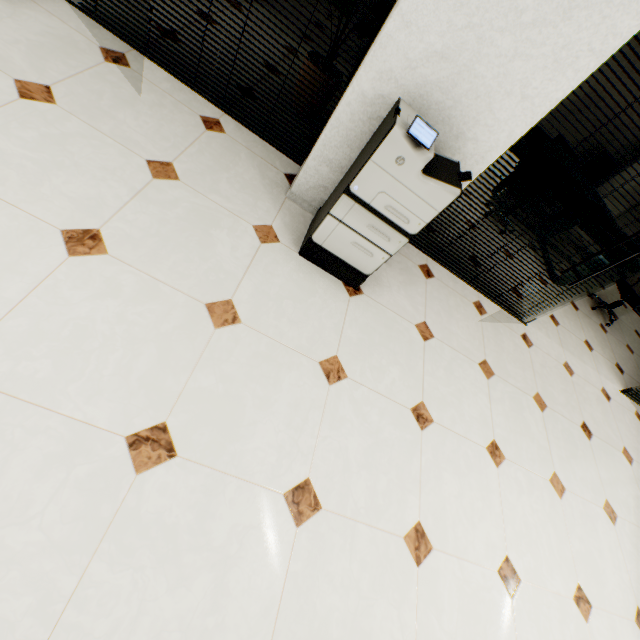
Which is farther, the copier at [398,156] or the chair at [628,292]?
the chair at [628,292]

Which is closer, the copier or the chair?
the copier

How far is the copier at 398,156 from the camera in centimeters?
166cm

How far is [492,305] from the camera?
3.5m

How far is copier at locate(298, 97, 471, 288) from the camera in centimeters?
166cm
